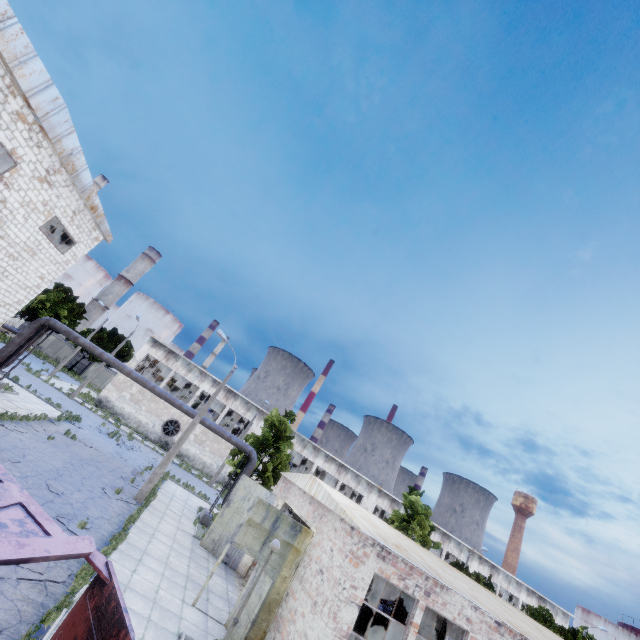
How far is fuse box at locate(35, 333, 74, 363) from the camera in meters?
52.9 m

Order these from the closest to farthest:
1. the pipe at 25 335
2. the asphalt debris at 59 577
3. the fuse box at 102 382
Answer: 1. the asphalt debris at 59 577
2. the pipe at 25 335
3. the fuse box at 102 382

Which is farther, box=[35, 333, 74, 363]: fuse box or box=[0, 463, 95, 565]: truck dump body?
box=[35, 333, 74, 363]: fuse box

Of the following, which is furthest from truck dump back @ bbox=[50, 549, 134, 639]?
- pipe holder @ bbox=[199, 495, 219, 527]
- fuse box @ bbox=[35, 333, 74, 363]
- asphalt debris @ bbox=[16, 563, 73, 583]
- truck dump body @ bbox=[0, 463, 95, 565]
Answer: fuse box @ bbox=[35, 333, 74, 363]

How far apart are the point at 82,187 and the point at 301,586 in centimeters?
2058cm

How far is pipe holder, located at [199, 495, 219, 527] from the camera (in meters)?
20.51

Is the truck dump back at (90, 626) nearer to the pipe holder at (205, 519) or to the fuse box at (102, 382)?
the pipe holder at (205, 519)

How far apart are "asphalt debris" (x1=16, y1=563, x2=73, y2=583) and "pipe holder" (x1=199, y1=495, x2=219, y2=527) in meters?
12.7 m
